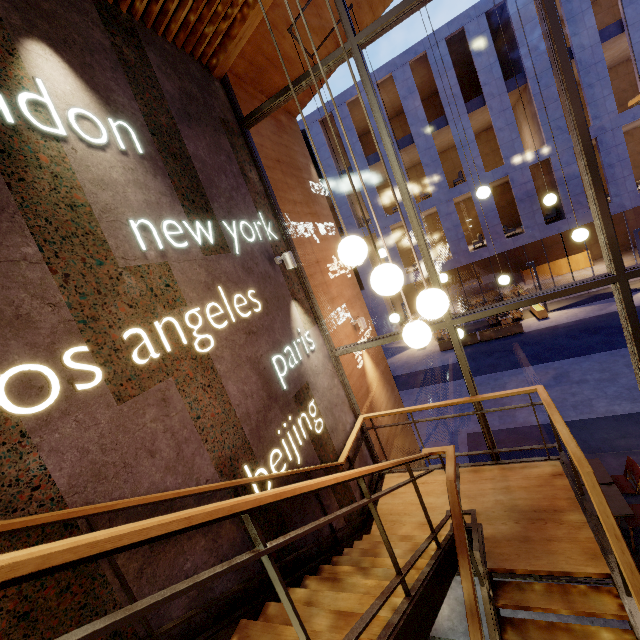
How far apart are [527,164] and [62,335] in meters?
21.8

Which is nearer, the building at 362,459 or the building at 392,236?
the building at 362,459

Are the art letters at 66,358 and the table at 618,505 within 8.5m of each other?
yes

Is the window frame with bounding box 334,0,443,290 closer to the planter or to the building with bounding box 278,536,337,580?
the building with bounding box 278,536,337,580

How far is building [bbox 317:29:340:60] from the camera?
6.1m

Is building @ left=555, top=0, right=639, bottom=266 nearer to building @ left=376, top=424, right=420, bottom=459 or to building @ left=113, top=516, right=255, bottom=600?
building @ left=376, top=424, right=420, bottom=459

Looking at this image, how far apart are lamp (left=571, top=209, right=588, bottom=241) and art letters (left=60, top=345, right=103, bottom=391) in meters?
6.0 m

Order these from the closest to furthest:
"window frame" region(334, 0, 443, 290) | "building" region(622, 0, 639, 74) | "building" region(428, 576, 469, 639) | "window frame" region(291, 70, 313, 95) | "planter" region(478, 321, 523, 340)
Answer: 1. "window frame" region(334, 0, 443, 290)
2. "window frame" region(291, 70, 313, 95)
3. "building" region(428, 576, 469, 639)
4. "building" region(622, 0, 639, 74)
5. "planter" region(478, 321, 523, 340)
